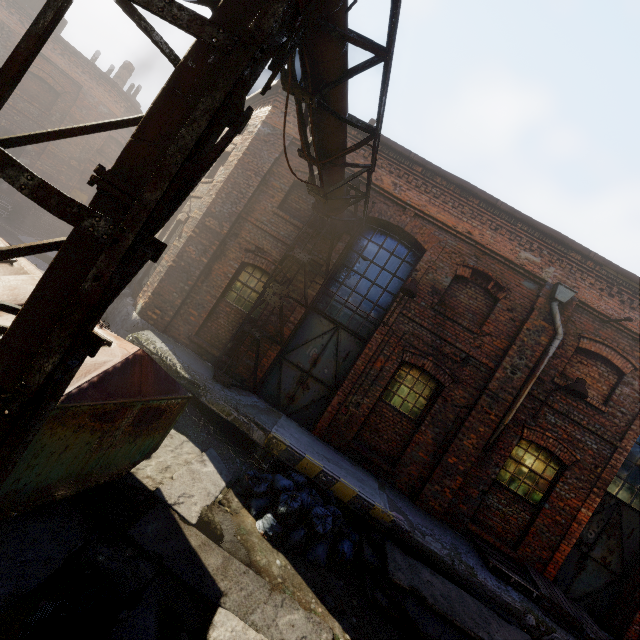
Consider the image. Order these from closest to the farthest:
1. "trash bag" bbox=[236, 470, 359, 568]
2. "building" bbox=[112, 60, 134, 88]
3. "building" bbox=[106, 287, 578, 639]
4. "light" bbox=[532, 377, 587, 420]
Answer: "trash bag" bbox=[236, 470, 359, 568] < "building" bbox=[106, 287, 578, 639] < "light" bbox=[532, 377, 587, 420] < "building" bbox=[112, 60, 134, 88]

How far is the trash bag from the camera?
5.3m

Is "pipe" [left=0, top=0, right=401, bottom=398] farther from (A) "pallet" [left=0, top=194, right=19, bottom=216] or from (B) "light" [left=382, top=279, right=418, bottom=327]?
(A) "pallet" [left=0, top=194, right=19, bottom=216]

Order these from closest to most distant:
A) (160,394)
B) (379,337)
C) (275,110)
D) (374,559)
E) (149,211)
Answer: (149,211), (160,394), (374,559), (379,337), (275,110)

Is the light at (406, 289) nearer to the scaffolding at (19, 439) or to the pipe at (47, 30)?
the pipe at (47, 30)

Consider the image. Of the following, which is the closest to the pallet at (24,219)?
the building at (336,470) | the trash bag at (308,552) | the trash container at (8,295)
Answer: the building at (336,470)

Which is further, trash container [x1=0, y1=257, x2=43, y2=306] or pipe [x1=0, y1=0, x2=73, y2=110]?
trash container [x1=0, y1=257, x2=43, y2=306]

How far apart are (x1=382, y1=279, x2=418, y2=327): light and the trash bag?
3.99m
